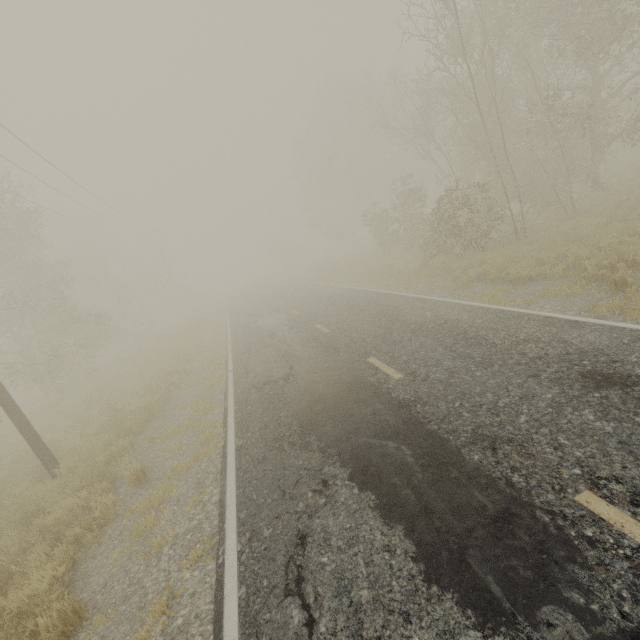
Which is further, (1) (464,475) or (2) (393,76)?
(2) (393,76)

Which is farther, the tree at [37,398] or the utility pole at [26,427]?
the tree at [37,398]

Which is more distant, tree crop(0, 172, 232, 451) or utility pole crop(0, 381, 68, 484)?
tree crop(0, 172, 232, 451)
